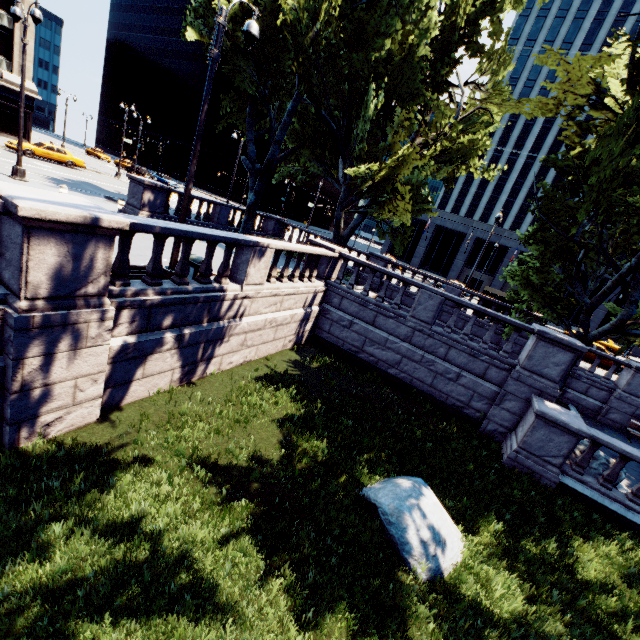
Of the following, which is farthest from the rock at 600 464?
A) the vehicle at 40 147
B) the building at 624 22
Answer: the vehicle at 40 147

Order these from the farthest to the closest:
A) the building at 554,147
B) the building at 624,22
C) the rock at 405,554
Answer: the building at 554,147 < the building at 624,22 < the rock at 405,554

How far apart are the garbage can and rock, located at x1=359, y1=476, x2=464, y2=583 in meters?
7.1 m

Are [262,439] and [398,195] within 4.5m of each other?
no

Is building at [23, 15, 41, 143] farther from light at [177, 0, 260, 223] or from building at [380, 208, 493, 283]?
building at [380, 208, 493, 283]

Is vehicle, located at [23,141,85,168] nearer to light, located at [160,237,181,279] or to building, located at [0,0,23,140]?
building, located at [0,0,23,140]

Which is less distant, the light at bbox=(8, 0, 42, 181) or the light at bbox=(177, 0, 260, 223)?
the light at bbox=(177, 0, 260, 223)

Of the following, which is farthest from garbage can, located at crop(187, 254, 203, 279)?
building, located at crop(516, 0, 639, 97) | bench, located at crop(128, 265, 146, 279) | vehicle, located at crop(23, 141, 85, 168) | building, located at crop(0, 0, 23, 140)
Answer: building, located at crop(516, 0, 639, 97)
